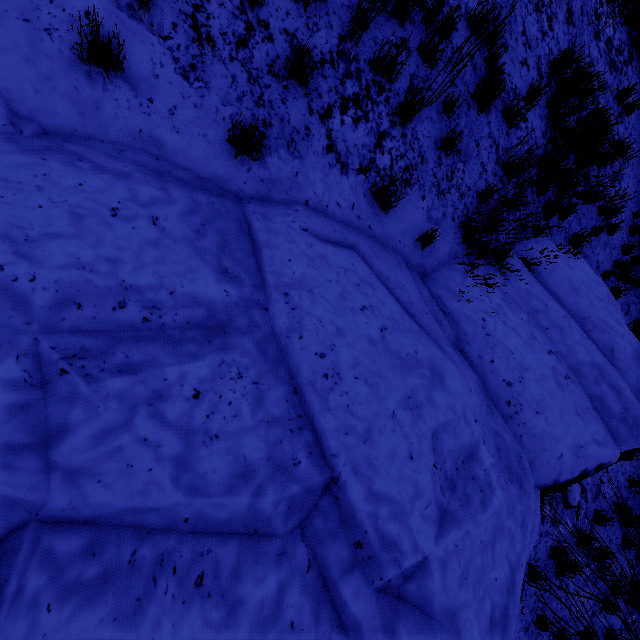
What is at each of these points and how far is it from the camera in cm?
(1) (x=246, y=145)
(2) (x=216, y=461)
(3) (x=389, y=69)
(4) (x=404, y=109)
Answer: (1) instancedfoliageactor, 290
(2) rock, 180
(3) instancedfoliageactor, 368
(4) instancedfoliageactor, 383

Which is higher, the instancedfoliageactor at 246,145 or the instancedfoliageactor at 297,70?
the instancedfoliageactor at 297,70

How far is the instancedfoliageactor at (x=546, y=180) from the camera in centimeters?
477cm

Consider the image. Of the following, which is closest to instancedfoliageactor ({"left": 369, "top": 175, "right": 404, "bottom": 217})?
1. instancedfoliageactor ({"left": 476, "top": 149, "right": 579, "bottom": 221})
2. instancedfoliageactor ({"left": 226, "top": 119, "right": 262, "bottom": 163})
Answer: instancedfoliageactor ({"left": 226, "top": 119, "right": 262, "bottom": 163})

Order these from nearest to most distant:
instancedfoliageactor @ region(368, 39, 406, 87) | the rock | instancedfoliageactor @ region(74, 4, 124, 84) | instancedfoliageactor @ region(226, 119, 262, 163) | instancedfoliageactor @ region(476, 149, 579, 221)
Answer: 1. the rock
2. instancedfoliageactor @ region(74, 4, 124, 84)
3. instancedfoliageactor @ region(226, 119, 262, 163)
4. instancedfoliageactor @ region(368, 39, 406, 87)
5. instancedfoliageactor @ region(476, 149, 579, 221)

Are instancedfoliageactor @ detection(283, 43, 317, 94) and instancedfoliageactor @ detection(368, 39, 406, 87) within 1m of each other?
yes

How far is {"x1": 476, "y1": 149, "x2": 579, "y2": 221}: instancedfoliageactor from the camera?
4.8 meters

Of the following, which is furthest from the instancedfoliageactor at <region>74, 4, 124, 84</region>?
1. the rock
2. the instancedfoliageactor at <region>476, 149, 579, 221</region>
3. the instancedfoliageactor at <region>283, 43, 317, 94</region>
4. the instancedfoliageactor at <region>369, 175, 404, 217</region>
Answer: the instancedfoliageactor at <region>476, 149, 579, 221</region>
